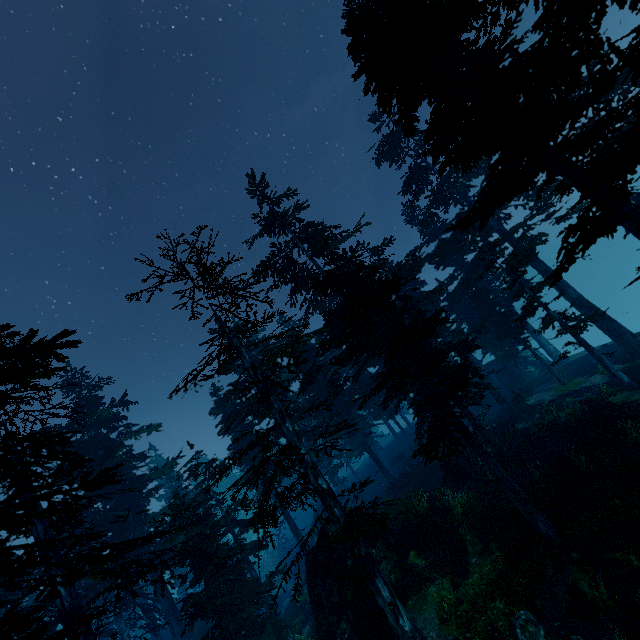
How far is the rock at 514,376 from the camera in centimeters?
3430cm

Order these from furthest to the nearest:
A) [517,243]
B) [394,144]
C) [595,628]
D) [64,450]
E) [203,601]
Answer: [394,144]
[517,243]
[203,601]
[64,450]
[595,628]

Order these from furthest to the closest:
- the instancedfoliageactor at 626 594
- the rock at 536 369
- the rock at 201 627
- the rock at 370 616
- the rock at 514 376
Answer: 1. the rock at 514 376
2. the rock at 536 369
3. the rock at 201 627
4. the rock at 370 616
5. the instancedfoliageactor at 626 594

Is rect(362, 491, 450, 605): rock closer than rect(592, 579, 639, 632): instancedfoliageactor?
No

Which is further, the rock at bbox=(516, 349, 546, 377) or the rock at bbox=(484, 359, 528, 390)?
the rock at bbox=(484, 359, 528, 390)

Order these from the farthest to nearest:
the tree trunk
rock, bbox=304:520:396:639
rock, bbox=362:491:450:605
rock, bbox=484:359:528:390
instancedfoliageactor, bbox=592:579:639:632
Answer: rock, bbox=484:359:528:390 → the tree trunk → rock, bbox=362:491:450:605 → rock, bbox=304:520:396:639 → instancedfoliageactor, bbox=592:579:639:632

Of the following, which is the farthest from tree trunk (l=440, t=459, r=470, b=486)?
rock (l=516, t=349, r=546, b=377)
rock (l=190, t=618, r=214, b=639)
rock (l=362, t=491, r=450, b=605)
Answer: rock (l=190, t=618, r=214, b=639)

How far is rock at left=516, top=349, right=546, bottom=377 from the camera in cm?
3331
